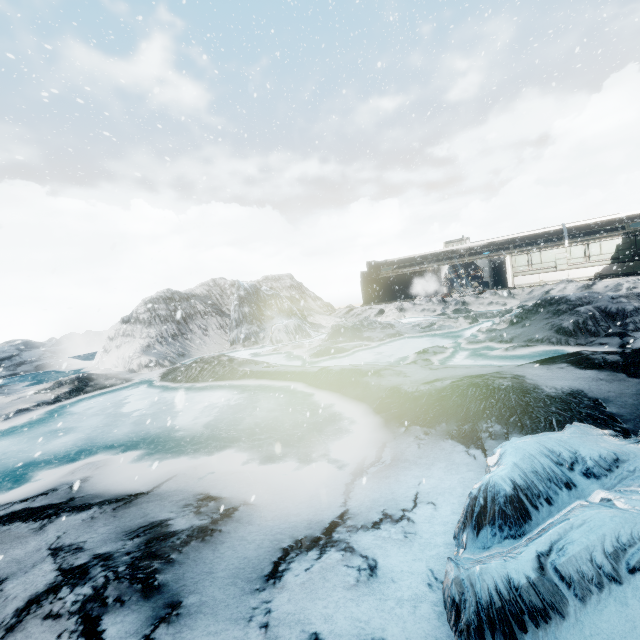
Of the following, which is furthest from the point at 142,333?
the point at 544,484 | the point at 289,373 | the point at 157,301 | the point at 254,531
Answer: the point at 544,484
